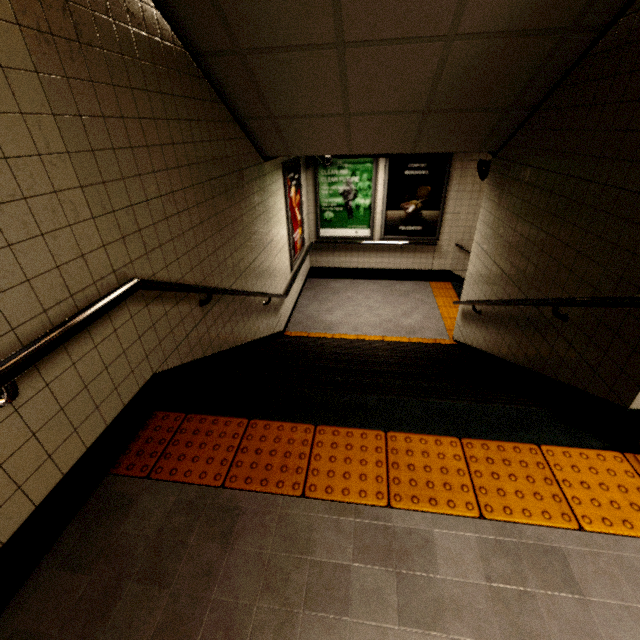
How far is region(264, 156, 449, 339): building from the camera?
5.32m

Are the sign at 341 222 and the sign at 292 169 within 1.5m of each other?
yes

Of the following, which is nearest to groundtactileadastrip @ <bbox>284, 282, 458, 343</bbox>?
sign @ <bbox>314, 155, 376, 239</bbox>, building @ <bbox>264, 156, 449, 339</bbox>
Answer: building @ <bbox>264, 156, 449, 339</bbox>

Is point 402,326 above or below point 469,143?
below

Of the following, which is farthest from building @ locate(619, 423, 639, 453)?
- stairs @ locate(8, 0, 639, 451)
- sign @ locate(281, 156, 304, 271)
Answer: sign @ locate(281, 156, 304, 271)

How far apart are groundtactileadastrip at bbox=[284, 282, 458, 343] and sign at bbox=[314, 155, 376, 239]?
1.8 meters

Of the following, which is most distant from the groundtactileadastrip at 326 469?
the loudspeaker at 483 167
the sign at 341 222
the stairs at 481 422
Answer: the sign at 341 222

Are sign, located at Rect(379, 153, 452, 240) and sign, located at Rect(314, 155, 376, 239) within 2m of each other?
yes
